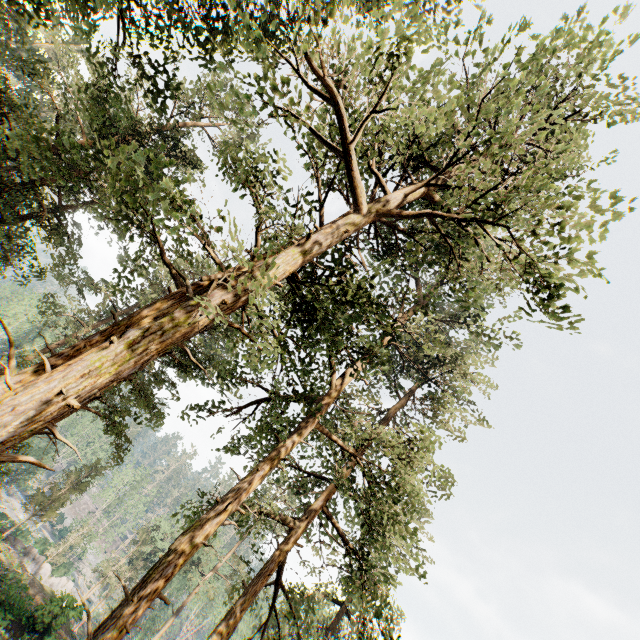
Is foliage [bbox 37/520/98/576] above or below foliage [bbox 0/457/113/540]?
below

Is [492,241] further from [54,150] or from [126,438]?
[54,150]

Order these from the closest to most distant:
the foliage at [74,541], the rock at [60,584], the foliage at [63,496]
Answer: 1. the rock at [60,584]
2. the foliage at [63,496]
3. the foliage at [74,541]

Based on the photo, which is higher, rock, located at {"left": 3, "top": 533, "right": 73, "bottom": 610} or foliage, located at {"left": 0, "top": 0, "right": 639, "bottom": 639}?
foliage, located at {"left": 0, "top": 0, "right": 639, "bottom": 639}

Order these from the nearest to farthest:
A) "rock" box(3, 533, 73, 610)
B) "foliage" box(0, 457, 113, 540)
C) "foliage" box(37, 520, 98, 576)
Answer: "rock" box(3, 533, 73, 610) < "foliage" box(0, 457, 113, 540) < "foliage" box(37, 520, 98, 576)

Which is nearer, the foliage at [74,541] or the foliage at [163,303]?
the foliage at [163,303]

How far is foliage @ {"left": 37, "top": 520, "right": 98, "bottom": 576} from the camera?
43.89m
